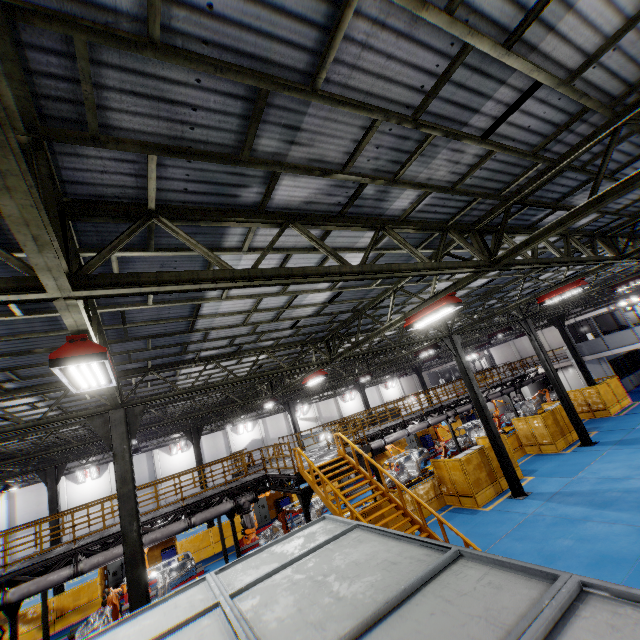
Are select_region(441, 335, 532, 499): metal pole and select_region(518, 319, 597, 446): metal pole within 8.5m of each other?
yes

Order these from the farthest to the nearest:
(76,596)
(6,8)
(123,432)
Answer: (76,596) < (123,432) < (6,8)

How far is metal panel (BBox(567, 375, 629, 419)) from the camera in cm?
2367

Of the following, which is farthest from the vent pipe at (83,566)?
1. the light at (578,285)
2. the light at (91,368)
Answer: the light at (578,285)

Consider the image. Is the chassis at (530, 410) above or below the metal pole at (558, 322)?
below

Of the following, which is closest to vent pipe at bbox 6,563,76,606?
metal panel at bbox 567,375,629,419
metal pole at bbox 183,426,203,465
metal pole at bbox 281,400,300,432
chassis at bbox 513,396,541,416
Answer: chassis at bbox 513,396,541,416

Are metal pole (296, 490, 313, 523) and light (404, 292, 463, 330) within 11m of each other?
yes

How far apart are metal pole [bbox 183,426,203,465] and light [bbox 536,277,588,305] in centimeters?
2248cm
